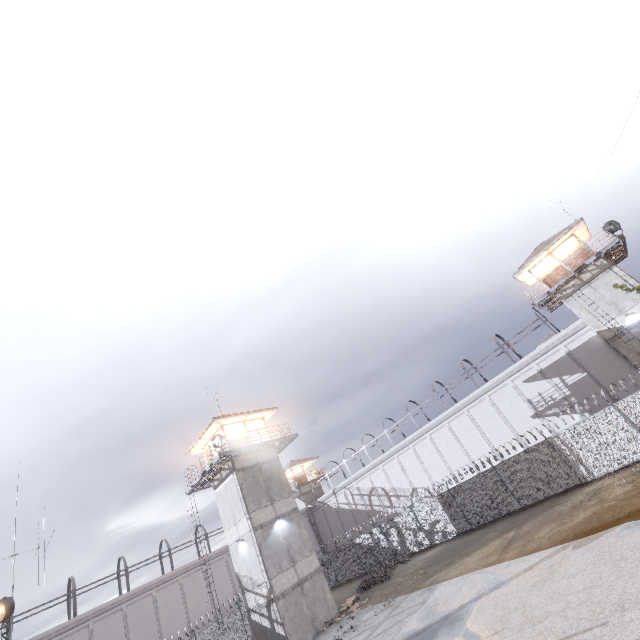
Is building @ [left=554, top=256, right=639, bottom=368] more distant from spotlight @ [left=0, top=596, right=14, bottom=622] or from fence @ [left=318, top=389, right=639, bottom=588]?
spotlight @ [left=0, top=596, right=14, bottom=622]

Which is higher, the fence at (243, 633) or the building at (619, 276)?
the building at (619, 276)

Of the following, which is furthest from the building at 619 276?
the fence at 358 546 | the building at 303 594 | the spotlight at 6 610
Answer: the spotlight at 6 610

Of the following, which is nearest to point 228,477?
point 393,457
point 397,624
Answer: point 397,624

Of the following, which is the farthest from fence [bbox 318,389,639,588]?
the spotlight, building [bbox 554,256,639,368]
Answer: building [bbox 554,256,639,368]

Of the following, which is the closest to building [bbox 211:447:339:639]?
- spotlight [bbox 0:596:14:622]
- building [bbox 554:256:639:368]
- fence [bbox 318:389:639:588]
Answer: fence [bbox 318:389:639:588]

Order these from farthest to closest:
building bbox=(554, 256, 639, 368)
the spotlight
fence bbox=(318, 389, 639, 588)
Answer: building bbox=(554, 256, 639, 368), fence bbox=(318, 389, 639, 588), the spotlight
